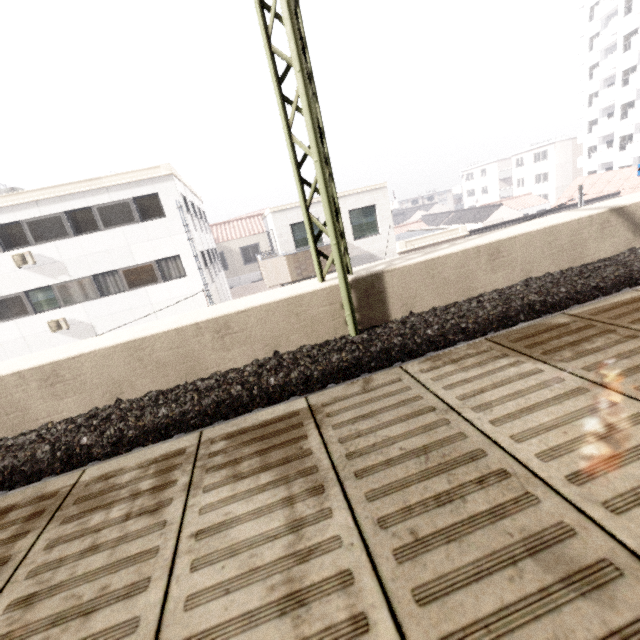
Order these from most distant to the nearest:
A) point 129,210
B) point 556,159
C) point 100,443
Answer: point 556,159, point 129,210, point 100,443

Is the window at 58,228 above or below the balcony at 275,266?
above

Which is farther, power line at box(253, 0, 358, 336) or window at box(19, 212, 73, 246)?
window at box(19, 212, 73, 246)

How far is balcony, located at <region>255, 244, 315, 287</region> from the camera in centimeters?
1460cm

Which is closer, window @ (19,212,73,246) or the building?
window @ (19,212,73,246)

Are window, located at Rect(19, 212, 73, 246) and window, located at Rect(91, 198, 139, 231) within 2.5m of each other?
yes

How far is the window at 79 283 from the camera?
15.3 meters

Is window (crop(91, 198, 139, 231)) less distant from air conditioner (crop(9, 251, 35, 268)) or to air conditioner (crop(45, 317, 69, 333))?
air conditioner (crop(9, 251, 35, 268))
